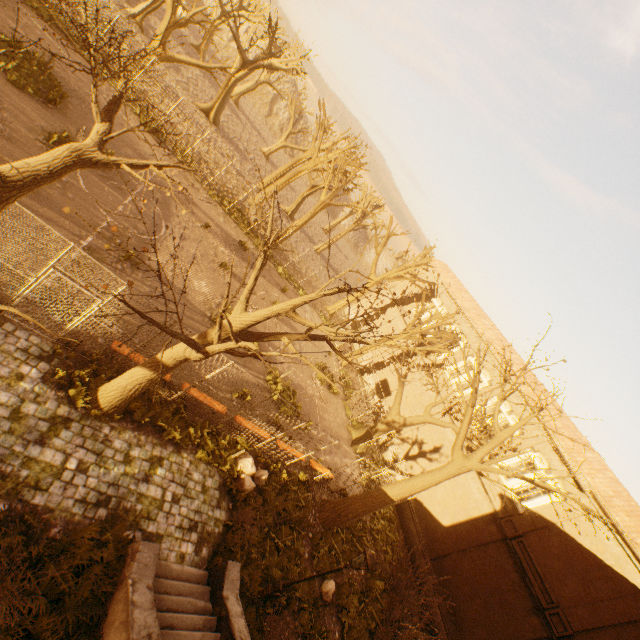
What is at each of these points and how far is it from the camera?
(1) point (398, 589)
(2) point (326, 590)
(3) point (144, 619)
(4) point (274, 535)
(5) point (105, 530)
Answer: (1) bush, 14.41m
(2) rock, 11.94m
(3) stairs, 6.07m
(4) instancedfoliageactor, 10.82m
(5) instancedfoliageactor, 6.86m

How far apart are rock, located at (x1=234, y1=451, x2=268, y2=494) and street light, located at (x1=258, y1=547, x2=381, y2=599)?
2.5m

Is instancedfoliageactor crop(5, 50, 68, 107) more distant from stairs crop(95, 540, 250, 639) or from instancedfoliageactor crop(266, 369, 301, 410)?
stairs crop(95, 540, 250, 639)

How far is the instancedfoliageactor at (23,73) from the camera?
11.6 meters

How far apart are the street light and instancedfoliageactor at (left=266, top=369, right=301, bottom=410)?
7.70m

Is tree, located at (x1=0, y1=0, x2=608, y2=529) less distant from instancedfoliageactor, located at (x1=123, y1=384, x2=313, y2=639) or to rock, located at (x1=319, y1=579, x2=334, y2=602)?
instancedfoliageactor, located at (x1=123, y1=384, x2=313, y2=639)

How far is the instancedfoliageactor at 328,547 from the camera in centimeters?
1288cm

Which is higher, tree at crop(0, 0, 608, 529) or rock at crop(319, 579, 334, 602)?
tree at crop(0, 0, 608, 529)
